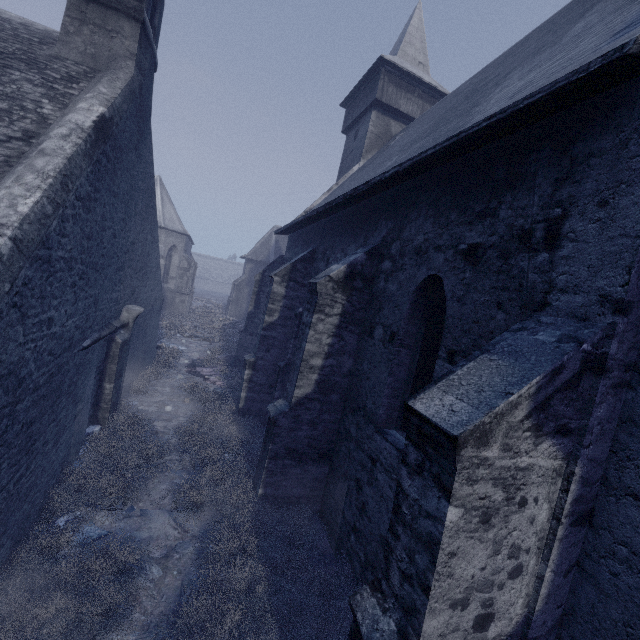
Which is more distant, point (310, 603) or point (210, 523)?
point (210, 523)

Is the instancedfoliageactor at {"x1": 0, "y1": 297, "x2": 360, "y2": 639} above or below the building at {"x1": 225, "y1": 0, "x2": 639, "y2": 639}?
below

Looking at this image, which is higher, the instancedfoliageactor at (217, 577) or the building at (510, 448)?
the building at (510, 448)

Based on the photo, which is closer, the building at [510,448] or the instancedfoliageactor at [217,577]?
the building at [510,448]

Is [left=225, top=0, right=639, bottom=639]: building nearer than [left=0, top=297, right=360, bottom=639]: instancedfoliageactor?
Yes

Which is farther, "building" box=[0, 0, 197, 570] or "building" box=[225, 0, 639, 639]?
"building" box=[0, 0, 197, 570]
